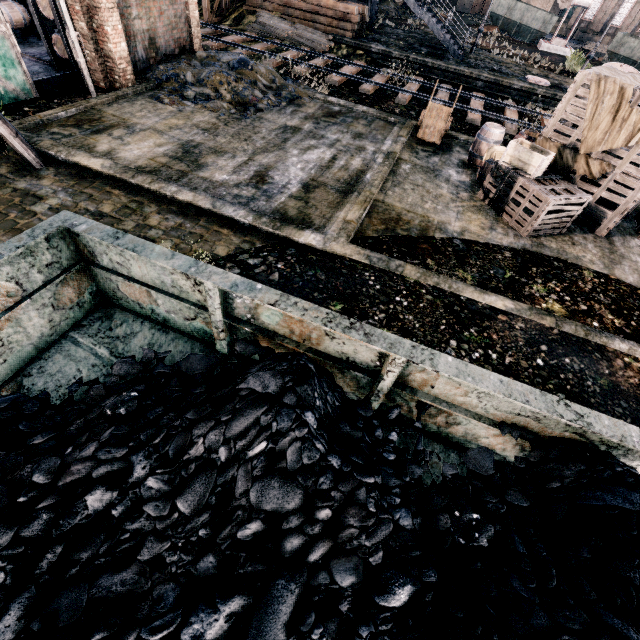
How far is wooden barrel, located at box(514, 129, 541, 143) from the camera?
11.3 meters

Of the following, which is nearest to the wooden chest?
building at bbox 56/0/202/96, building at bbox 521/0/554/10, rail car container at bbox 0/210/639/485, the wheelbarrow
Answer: the wheelbarrow

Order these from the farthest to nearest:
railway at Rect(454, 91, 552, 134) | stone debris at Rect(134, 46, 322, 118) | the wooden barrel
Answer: railway at Rect(454, 91, 552, 134) → stone debris at Rect(134, 46, 322, 118) → the wooden barrel

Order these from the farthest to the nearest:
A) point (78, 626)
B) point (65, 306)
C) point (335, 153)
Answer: point (335, 153) → point (65, 306) → point (78, 626)

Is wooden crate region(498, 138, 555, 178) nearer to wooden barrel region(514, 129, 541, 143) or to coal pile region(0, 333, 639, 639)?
wooden barrel region(514, 129, 541, 143)

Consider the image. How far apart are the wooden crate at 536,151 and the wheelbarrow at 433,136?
3.71m

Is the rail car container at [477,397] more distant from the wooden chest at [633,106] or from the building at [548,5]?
the building at [548,5]

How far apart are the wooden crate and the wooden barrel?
1.8 meters
